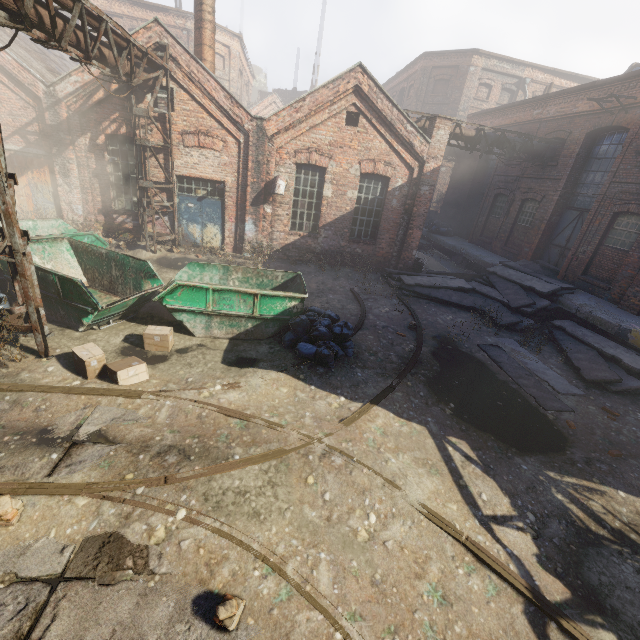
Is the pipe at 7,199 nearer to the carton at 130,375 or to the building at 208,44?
the carton at 130,375

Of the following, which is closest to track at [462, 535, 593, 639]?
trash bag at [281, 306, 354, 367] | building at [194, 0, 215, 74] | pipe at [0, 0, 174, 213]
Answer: → trash bag at [281, 306, 354, 367]

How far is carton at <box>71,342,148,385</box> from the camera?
5.85m

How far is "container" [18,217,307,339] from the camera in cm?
713

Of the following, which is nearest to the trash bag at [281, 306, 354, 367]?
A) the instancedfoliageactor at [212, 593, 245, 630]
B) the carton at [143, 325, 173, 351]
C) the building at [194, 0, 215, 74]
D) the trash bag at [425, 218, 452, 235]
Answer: the carton at [143, 325, 173, 351]

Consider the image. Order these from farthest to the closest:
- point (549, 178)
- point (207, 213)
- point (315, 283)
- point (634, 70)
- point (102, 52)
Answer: point (634, 70) < point (549, 178) < point (207, 213) < point (315, 283) < point (102, 52)

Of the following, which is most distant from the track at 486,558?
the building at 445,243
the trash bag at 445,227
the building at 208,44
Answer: the trash bag at 445,227

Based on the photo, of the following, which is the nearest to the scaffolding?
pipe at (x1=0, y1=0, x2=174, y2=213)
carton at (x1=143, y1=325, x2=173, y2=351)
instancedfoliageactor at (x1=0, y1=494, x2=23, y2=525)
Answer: pipe at (x1=0, y1=0, x2=174, y2=213)
